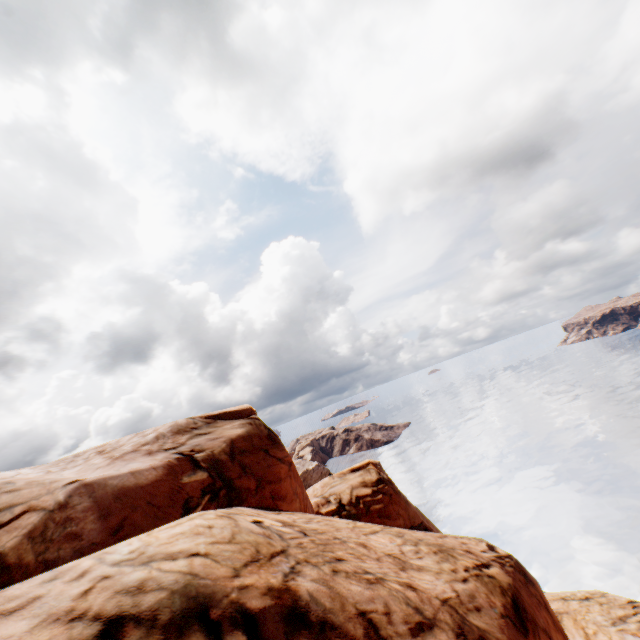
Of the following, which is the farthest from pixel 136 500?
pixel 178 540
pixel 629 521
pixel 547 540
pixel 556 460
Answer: pixel 556 460
